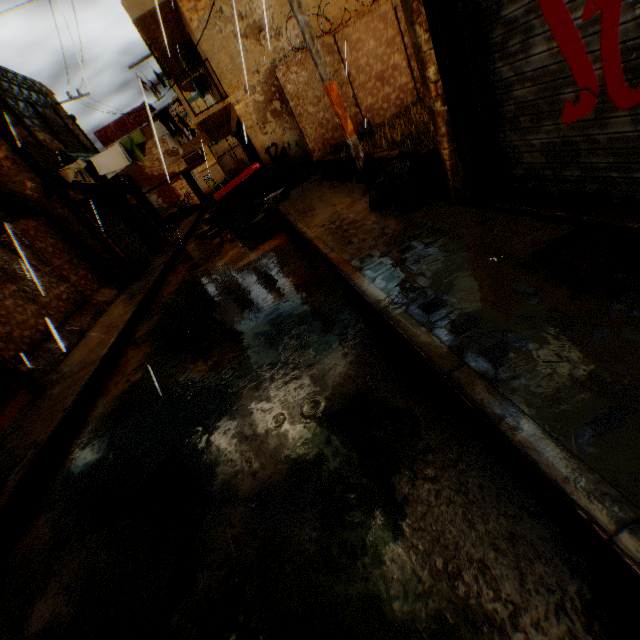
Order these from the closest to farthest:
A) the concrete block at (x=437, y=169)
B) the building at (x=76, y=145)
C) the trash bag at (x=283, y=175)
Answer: the concrete block at (x=437, y=169) < the building at (x=76, y=145) < the trash bag at (x=283, y=175)

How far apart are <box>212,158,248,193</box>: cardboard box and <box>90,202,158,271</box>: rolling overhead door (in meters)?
0.08

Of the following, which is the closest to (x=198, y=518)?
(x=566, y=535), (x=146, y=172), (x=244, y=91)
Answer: (x=566, y=535)

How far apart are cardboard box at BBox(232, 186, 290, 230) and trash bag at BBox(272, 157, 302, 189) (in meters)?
0.25

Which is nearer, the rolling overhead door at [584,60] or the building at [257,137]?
the rolling overhead door at [584,60]

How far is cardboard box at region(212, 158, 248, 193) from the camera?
11.5m

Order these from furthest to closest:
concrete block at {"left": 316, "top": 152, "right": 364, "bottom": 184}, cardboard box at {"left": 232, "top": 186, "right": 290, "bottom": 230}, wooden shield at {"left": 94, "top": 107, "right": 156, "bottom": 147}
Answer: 1. wooden shield at {"left": 94, "top": 107, "right": 156, "bottom": 147}
2. cardboard box at {"left": 232, "top": 186, "right": 290, "bottom": 230}
3. concrete block at {"left": 316, "top": 152, "right": 364, "bottom": 184}

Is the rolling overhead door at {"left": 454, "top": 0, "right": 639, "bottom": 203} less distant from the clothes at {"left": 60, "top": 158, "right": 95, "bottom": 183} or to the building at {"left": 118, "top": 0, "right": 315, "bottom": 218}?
the building at {"left": 118, "top": 0, "right": 315, "bottom": 218}
